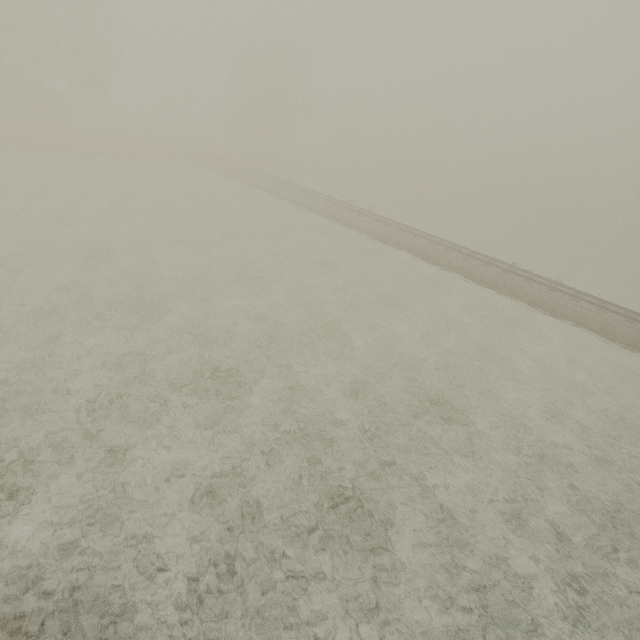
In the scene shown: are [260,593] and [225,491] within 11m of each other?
yes
